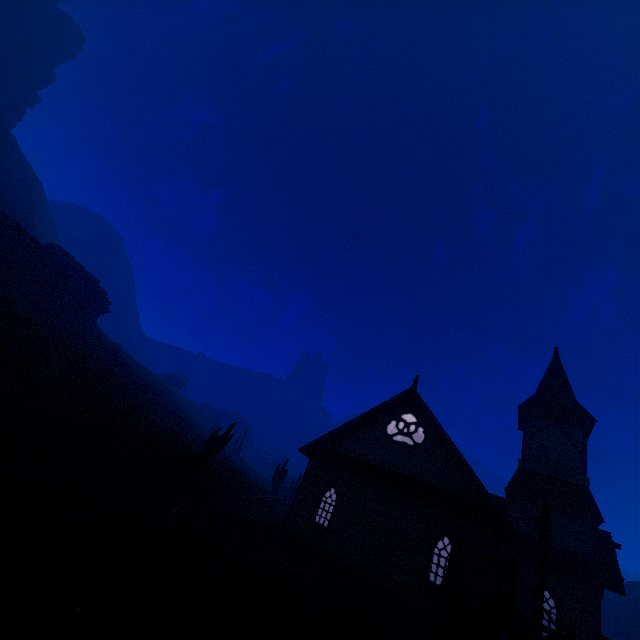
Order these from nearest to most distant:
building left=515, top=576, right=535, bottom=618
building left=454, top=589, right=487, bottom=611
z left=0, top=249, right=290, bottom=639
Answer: z left=0, top=249, right=290, bottom=639
building left=454, top=589, right=487, bottom=611
building left=515, top=576, right=535, bottom=618

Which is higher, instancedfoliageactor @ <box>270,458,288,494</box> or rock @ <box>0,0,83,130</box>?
rock @ <box>0,0,83,130</box>

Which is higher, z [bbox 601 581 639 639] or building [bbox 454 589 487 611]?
z [bbox 601 581 639 639]

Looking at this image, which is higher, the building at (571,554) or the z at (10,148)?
the z at (10,148)

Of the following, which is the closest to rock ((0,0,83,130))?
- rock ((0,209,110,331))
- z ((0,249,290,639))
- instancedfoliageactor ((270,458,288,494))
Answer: z ((0,249,290,639))

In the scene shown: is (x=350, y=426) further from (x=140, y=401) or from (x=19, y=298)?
(x=19, y=298)

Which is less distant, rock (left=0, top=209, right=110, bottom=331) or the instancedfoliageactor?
rock (left=0, top=209, right=110, bottom=331)

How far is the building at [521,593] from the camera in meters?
15.9 m
